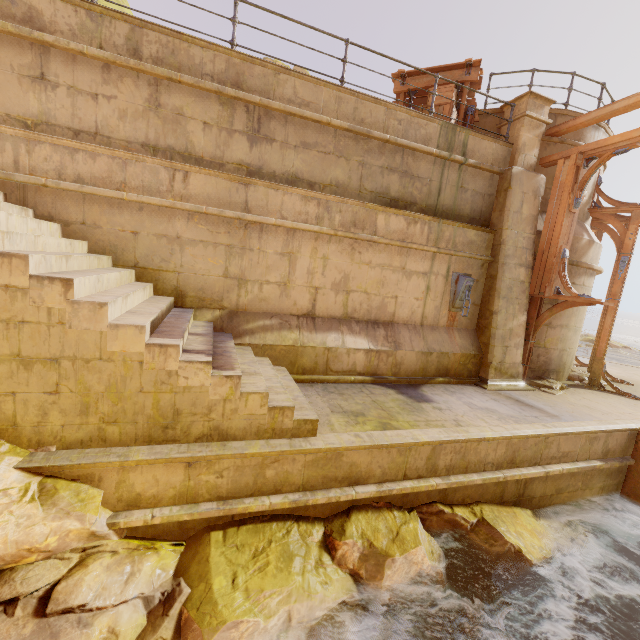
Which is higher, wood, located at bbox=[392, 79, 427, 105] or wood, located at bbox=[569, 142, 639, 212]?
wood, located at bbox=[392, 79, 427, 105]

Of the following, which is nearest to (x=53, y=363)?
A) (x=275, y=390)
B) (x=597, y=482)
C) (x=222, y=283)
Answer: (x=275, y=390)

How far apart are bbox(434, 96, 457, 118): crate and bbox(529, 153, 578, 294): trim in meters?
2.6

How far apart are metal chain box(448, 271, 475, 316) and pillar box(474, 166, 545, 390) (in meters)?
0.46

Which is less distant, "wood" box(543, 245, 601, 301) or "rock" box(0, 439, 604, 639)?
"rock" box(0, 439, 604, 639)

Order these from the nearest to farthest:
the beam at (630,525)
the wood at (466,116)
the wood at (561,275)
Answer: the beam at (630,525) → the wood at (561,275) → the wood at (466,116)

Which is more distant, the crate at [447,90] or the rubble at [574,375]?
the rubble at [574,375]

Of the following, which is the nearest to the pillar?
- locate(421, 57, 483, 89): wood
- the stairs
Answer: locate(421, 57, 483, 89): wood
